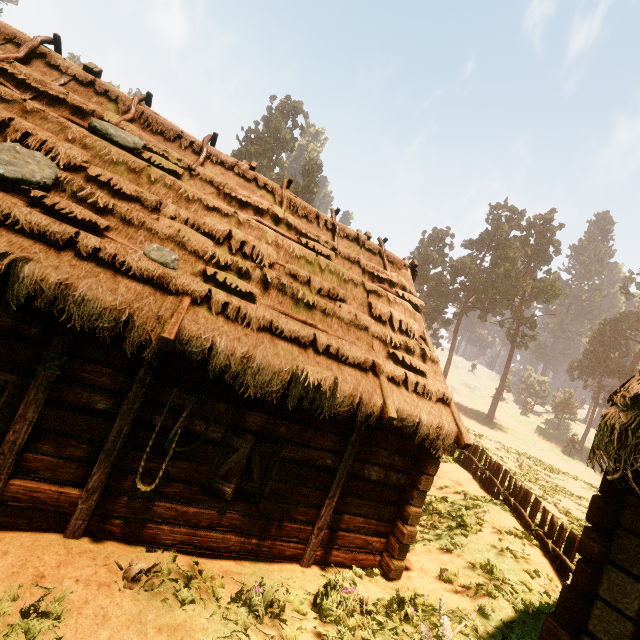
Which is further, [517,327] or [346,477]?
[517,327]

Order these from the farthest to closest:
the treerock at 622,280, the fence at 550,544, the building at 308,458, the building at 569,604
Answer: the treerock at 622,280 < the fence at 550,544 < the building at 308,458 < the building at 569,604

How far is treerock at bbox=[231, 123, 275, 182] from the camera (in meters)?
54.69

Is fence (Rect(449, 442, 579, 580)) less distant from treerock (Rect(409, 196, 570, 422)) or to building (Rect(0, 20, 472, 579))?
building (Rect(0, 20, 472, 579))

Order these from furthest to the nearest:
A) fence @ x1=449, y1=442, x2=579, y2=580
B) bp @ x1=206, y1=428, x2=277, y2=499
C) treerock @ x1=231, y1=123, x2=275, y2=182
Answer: treerock @ x1=231, y1=123, x2=275, y2=182 → fence @ x1=449, y1=442, x2=579, y2=580 → bp @ x1=206, y1=428, x2=277, y2=499

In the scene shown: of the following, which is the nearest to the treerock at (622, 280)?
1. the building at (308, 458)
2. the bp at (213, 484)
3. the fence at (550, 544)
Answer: the building at (308, 458)

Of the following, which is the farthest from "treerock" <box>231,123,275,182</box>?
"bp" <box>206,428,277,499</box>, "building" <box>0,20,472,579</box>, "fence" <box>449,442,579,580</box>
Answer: "bp" <box>206,428,277,499</box>

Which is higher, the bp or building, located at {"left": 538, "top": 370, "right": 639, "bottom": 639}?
building, located at {"left": 538, "top": 370, "right": 639, "bottom": 639}
